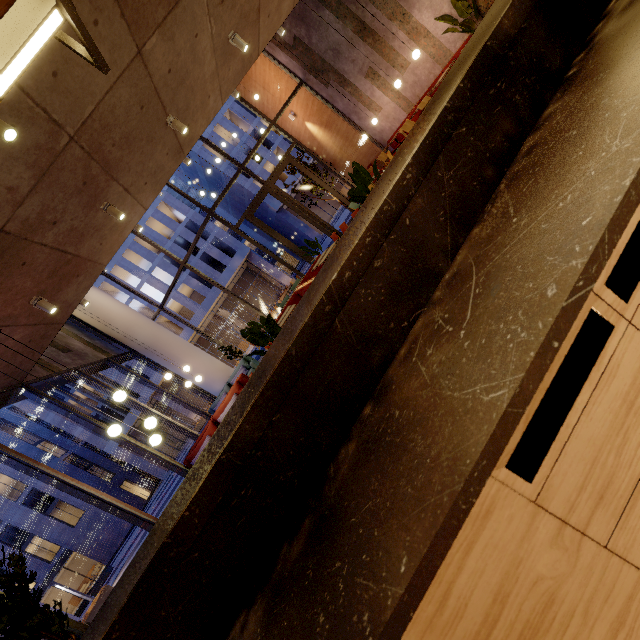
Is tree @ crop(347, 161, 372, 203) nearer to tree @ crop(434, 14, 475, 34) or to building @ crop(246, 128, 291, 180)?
tree @ crop(434, 14, 475, 34)

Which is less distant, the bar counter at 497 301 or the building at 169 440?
the bar counter at 497 301

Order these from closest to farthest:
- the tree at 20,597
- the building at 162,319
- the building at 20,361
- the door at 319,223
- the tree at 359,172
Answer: the tree at 20,597 → the tree at 359,172 → the building at 20,361 → the door at 319,223 → the building at 162,319

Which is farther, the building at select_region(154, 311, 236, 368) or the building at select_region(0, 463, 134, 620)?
the building at select_region(154, 311, 236, 368)

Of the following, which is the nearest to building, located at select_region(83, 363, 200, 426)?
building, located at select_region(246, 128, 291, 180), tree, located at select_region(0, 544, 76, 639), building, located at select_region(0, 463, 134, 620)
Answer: building, located at select_region(246, 128, 291, 180)

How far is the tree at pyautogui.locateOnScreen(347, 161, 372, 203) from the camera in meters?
4.8

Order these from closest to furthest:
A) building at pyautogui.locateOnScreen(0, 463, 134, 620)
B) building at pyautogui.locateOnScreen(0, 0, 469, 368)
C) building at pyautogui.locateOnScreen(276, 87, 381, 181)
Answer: building at pyautogui.locateOnScreen(0, 0, 469, 368), building at pyautogui.locateOnScreen(276, 87, 381, 181), building at pyautogui.locateOnScreen(0, 463, 134, 620)

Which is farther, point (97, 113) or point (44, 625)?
point (97, 113)
